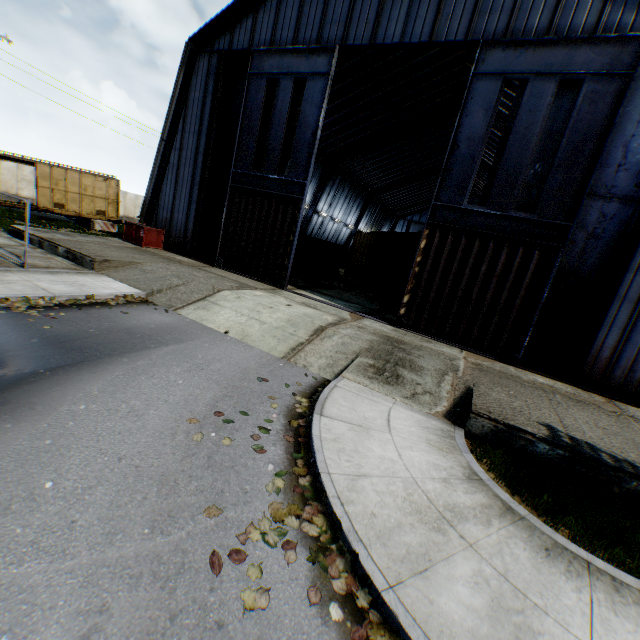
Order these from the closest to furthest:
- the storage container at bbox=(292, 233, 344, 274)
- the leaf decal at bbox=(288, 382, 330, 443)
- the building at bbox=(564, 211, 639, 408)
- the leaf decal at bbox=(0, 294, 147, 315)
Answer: the leaf decal at bbox=(288, 382, 330, 443), the leaf decal at bbox=(0, 294, 147, 315), the building at bbox=(564, 211, 639, 408), the storage container at bbox=(292, 233, 344, 274)

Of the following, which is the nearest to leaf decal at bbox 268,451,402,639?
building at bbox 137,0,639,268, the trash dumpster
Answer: building at bbox 137,0,639,268

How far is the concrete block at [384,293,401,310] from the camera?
17.9m

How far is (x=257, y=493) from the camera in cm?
409

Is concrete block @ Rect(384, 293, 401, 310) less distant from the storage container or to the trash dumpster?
the storage container

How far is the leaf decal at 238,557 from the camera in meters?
3.2 m

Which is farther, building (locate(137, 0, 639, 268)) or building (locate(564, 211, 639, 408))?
building (locate(137, 0, 639, 268))
